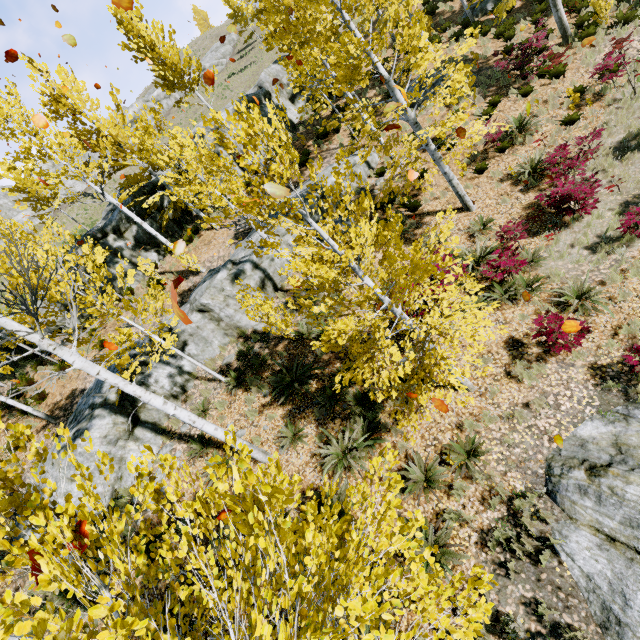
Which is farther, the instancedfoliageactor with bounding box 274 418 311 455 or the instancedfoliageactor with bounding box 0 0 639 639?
the instancedfoliageactor with bounding box 274 418 311 455

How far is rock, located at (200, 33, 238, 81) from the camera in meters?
48.3 m

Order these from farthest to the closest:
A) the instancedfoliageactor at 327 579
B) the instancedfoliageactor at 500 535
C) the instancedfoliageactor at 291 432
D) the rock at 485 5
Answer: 1. the rock at 485 5
2. the instancedfoliageactor at 291 432
3. the instancedfoliageactor at 500 535
4. the instancedfoliageactor at 327 579

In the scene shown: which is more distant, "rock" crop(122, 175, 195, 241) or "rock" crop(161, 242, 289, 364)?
"rock" crop(122, 175, 195, 241)

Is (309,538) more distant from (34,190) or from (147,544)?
(34,190)

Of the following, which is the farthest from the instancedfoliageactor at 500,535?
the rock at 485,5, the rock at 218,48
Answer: the rock at 485,5

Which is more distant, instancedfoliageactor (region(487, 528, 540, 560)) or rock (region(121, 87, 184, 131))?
rock (region(121, 87, 184, 131))

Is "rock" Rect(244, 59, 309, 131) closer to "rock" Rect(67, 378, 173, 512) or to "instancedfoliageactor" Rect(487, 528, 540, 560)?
"instancedfoliageactor" Rect(487, 528, 540, 560)
